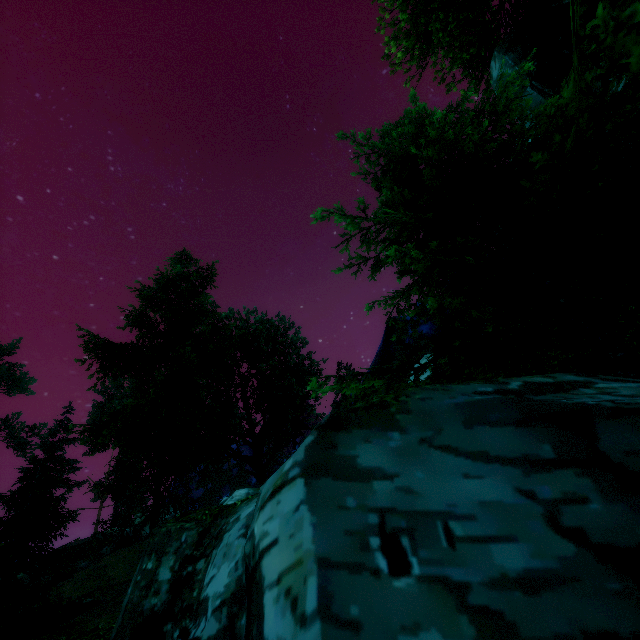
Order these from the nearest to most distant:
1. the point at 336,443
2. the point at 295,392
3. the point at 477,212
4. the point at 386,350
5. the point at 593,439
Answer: the point at 593,439
the point at 336,443
the point at 477,212
the point at 295,392
the point at 386,350

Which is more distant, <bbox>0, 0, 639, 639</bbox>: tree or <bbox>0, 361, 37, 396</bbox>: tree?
<bbox>0, 361, 37, 396</bbox>: tree

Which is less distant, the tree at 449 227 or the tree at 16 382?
the tree at 449 227

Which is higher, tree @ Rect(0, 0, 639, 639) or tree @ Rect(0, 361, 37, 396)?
tree @ Rect(0, 361, 37, 396)

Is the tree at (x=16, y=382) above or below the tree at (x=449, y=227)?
above
